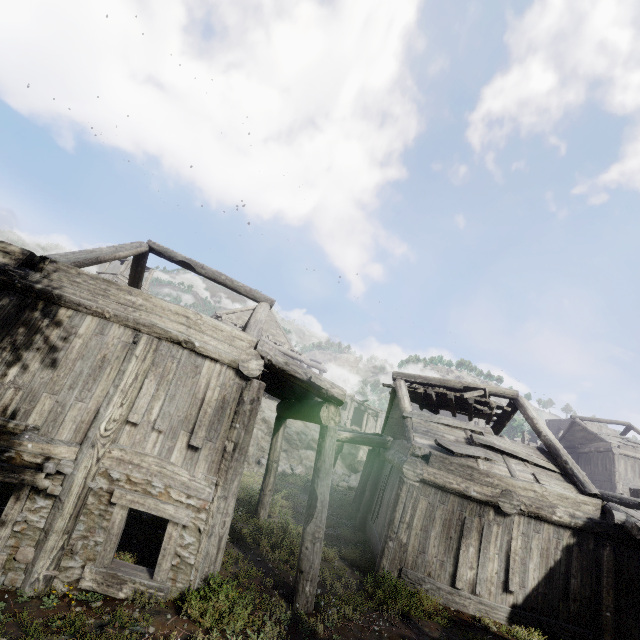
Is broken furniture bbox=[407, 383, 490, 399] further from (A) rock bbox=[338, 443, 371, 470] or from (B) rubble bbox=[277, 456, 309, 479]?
(A) rock bbox=[338, 443, 371, 470]

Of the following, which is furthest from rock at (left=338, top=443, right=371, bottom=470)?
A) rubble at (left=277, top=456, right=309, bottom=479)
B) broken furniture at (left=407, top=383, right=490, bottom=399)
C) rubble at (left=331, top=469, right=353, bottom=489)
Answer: broken furniture at (left=407, top=383, right=490, bottom=399)

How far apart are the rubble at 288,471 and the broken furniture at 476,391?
11.7m

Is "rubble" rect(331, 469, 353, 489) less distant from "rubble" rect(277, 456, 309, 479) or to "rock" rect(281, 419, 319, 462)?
"rubble" rect(277, 456, 309, 479)

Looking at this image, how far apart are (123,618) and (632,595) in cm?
1093

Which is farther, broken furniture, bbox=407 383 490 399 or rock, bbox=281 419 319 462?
rock, bbox=281 419 319 462

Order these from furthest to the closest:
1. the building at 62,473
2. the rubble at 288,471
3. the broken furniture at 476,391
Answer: the rubble at 288,471 → the broken furniture at 476,391 → the building at 62,473

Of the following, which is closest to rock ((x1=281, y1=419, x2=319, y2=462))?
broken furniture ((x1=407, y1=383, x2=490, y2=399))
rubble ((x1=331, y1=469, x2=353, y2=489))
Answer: rubble ((x1=331, y1=469, x2=353, y2=489))
